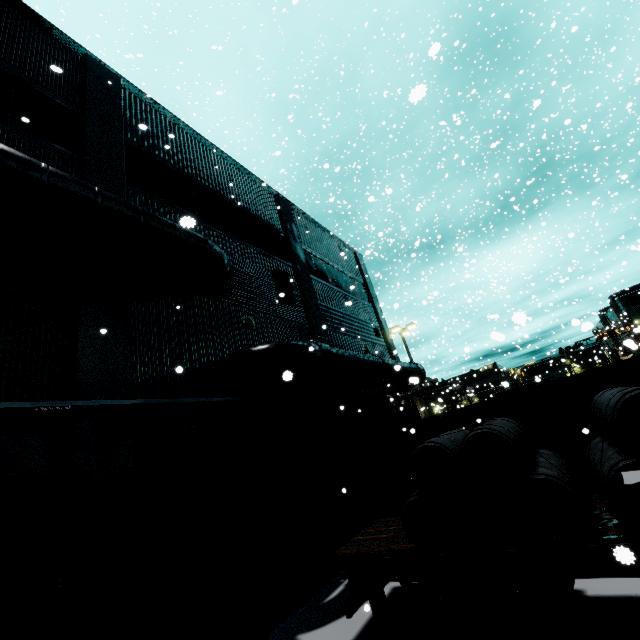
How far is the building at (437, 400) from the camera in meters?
33.2 m

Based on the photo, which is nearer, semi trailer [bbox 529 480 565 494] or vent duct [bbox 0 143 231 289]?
vent duct [bbox 0 143 231 289]

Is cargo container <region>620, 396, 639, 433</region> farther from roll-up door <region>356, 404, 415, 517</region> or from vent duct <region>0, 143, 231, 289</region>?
vent duct <region>0, 143, 231, 289</region>

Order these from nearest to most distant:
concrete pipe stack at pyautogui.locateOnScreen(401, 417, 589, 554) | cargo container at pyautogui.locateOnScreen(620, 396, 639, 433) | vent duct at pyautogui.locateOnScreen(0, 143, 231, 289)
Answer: concrete pipe stack at pyautogui.locateOnScreen(401, 417, 589, 554) → vent duct at pyautogui.locateOnScreen(0, 143, 231, 289) → cargo container at pyautogui.locateOnScreen(620, 396, 639, 433)

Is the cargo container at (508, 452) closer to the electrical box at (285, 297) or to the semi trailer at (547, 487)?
the semi trailer at (547, 487)

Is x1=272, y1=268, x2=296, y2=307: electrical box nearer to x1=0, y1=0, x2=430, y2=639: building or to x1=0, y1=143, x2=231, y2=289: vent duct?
x1=0, y1=0, x2=430, y2=639: building

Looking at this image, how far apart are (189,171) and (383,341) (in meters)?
13.44

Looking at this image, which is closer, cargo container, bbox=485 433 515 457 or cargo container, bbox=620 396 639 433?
cargo container, bbox=620 396 639 433
